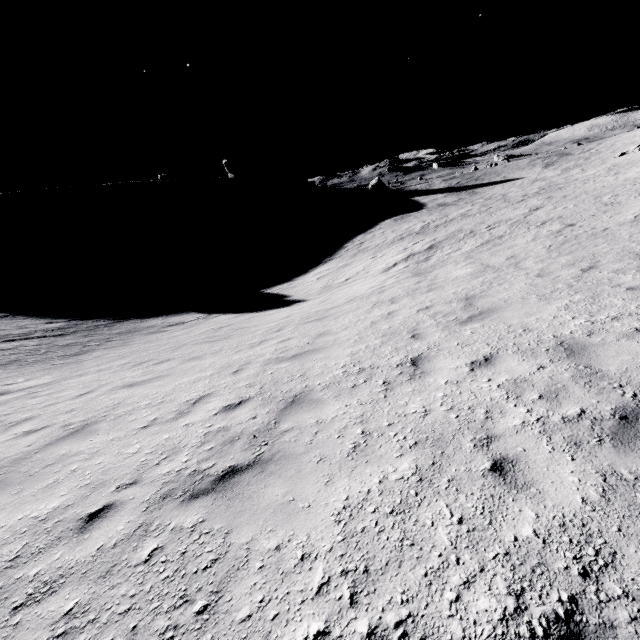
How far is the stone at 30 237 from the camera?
57.3 meters

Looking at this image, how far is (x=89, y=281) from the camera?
34.25m

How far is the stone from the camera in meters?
57.3 m
